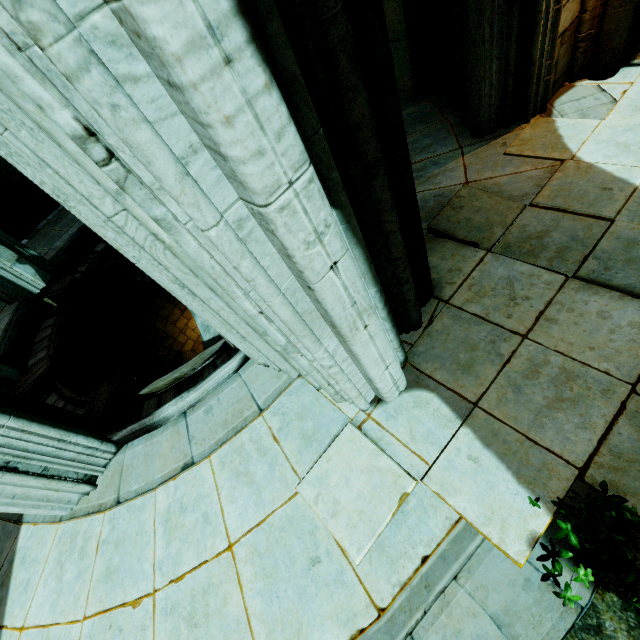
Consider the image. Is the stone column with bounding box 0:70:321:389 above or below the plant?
above

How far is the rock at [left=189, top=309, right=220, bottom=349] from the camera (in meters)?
7.53

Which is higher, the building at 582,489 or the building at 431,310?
the building at 431,310

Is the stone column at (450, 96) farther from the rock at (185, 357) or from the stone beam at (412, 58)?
the rock at (185, 357)

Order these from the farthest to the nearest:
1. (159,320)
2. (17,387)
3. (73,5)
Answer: (159,320), (17,387), (73,5)

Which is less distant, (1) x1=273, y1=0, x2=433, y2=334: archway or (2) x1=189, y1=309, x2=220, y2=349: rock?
(1) x1=273, y1=0, x2=433, y2=334: archway

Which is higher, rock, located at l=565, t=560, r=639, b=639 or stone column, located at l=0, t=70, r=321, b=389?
stone column, located at l=0, t=70, r=321, b=389

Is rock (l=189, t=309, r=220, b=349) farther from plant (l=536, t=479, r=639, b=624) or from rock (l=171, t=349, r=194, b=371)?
plant (l=536, t=479, r=639, b=624)
